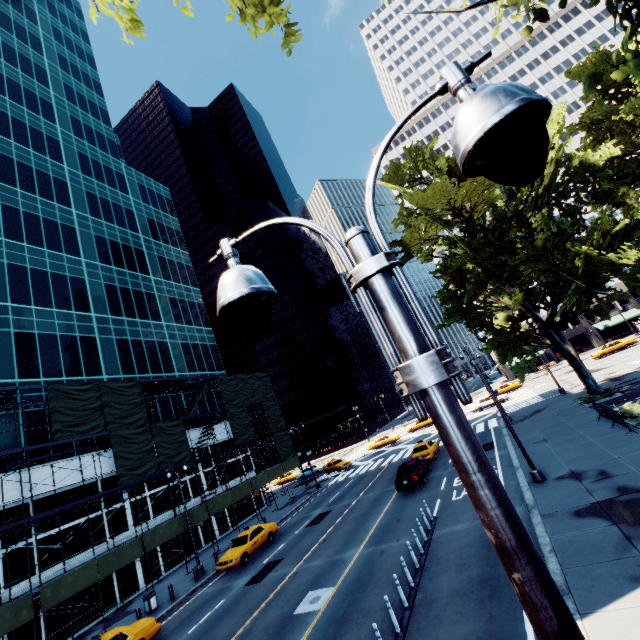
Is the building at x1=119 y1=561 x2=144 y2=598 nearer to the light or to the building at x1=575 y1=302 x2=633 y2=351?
the light

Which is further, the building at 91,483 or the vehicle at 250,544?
the building at 91,483

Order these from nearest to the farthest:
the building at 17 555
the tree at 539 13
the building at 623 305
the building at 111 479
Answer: the tree at 539 13, the building at 17 555, the building at 111 479, the building at 623 305

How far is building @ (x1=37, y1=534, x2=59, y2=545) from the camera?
21.2m

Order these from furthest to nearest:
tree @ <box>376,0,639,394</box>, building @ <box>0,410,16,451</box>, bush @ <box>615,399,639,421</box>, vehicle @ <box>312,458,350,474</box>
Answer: vehicle @ <box>312,458,350,474</box> < building @ <box>0,410,16,451</box> < tree @ <box>376,0,639,394</box> < bush @ <box>615,399,639,421</box>

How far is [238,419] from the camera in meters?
36.2 m

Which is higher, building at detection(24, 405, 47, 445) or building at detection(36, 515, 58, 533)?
building at detection(24, 405, 47, 445)
